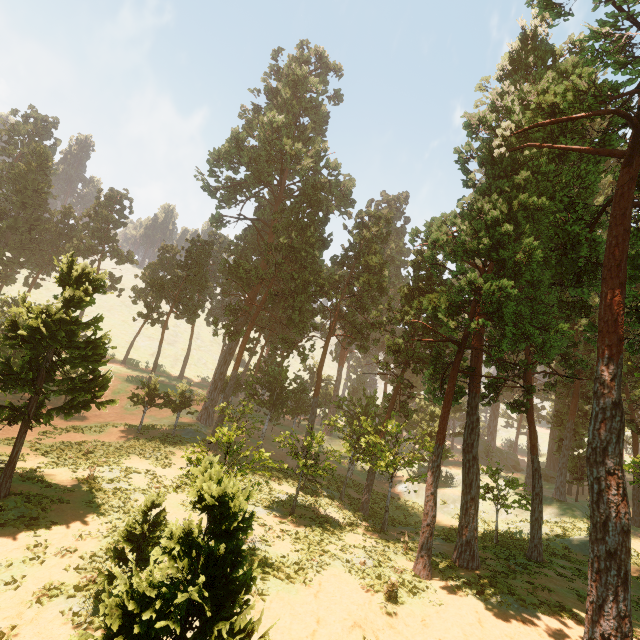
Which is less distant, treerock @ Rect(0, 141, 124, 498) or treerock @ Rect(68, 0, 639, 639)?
treerock @ Rect(68, 0, 639, 639)

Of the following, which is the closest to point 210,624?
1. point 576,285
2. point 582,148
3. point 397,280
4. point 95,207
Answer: point 576,285

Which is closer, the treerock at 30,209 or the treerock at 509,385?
the treerock at 509,385
